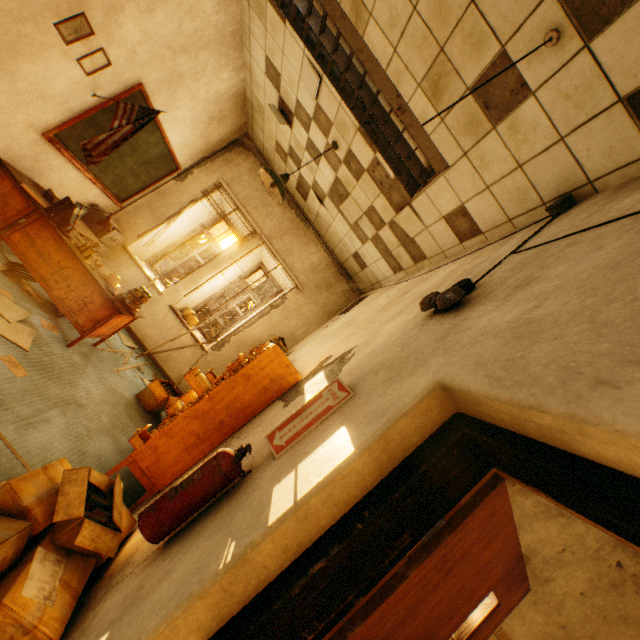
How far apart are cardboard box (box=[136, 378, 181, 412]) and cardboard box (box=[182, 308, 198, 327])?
1.6m

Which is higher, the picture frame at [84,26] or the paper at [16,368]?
the picture frame at [84,26]

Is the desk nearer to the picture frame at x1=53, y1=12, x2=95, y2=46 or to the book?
the book

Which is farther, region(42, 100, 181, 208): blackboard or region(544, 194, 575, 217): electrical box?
region(42, 100, 181, 208): blackboard

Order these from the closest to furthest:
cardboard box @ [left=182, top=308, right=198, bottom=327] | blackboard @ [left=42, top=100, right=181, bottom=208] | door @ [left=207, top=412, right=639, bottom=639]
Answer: door @ [left=207, top=412, right=639, bottom=639] → blackboard @ [left=42, top=100, right=181, bottom=208] → cardboard box @ [left=182, top=308, right=198, bottom=327]

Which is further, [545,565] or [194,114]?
[194,114]

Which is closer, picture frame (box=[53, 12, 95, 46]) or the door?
the door

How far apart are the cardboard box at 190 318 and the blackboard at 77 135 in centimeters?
215cm
